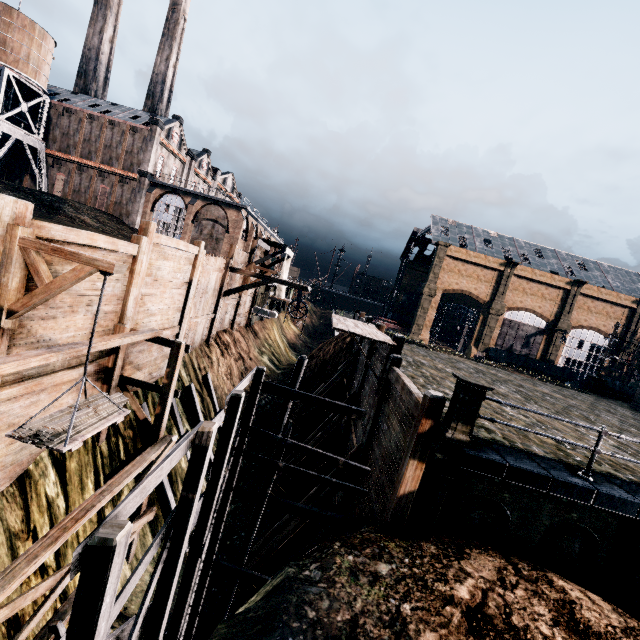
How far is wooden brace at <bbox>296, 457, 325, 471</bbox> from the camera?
18.0m

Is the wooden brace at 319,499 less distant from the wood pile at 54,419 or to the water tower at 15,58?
the wood pile at 54,419

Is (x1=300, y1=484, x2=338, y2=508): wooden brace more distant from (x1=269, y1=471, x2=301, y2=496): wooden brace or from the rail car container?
the rail car container

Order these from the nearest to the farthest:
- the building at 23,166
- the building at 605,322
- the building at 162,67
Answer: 1. the building at 162,67
2. the building at 23,166
3. the building at 605,322

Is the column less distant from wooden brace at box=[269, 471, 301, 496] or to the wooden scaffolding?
wooden brace at box=[269, 471, 301, 496]

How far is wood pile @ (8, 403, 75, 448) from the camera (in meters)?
6.28

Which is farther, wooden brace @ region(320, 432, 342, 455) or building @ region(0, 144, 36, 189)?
building @ region(0, 144, 36, 189)

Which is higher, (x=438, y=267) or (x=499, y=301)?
(x=438, y=267)
